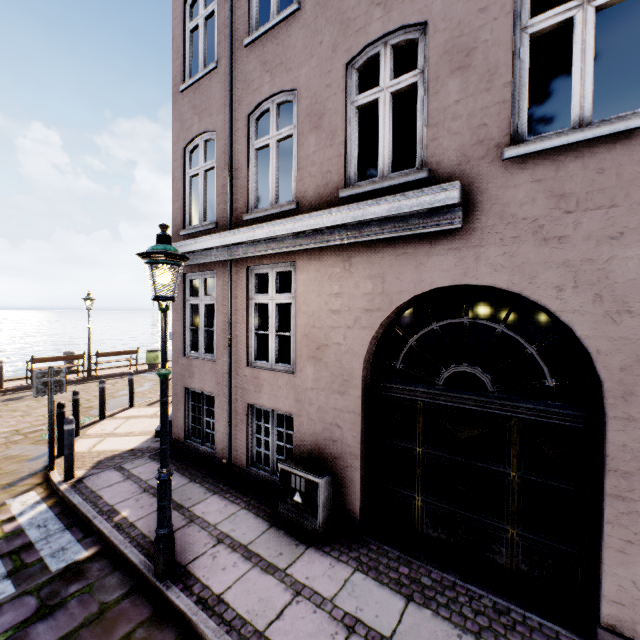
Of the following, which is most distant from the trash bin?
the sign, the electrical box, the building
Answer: the electrical box

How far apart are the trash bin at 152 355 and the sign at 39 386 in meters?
11.0

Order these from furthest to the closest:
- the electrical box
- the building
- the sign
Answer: the sign, the electrical box, the building

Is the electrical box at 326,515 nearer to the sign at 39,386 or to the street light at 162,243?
the street light at 162,243

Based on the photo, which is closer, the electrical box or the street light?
the street light

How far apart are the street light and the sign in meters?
3.9 m

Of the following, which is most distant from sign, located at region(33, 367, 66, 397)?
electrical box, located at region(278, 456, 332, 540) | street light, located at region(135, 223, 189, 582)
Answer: electrical box, located at region(278, 456, 332, 540)

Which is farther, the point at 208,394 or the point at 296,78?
the point at 208,394
